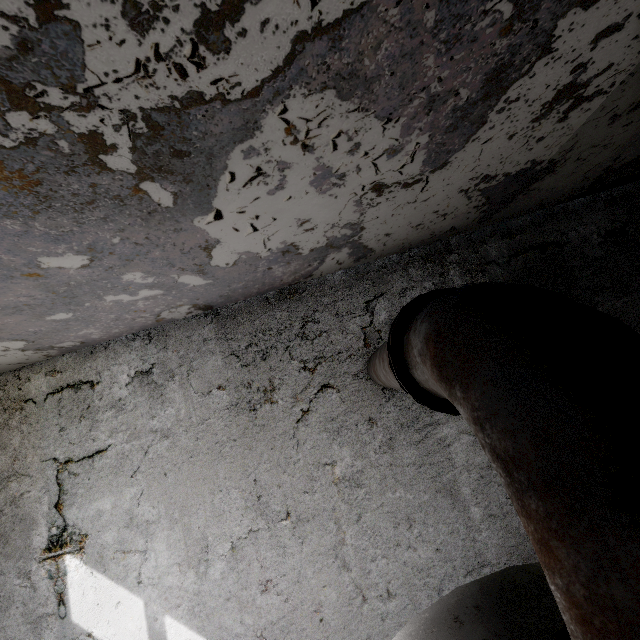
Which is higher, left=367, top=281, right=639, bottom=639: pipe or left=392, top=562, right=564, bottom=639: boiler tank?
left=367, top=281, right=639, bottom=639: pipe

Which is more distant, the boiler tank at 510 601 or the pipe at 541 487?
the boiler tank at 510 601

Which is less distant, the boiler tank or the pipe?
the pipe

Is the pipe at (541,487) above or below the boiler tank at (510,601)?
above

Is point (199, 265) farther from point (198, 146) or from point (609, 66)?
point (609, 66)
